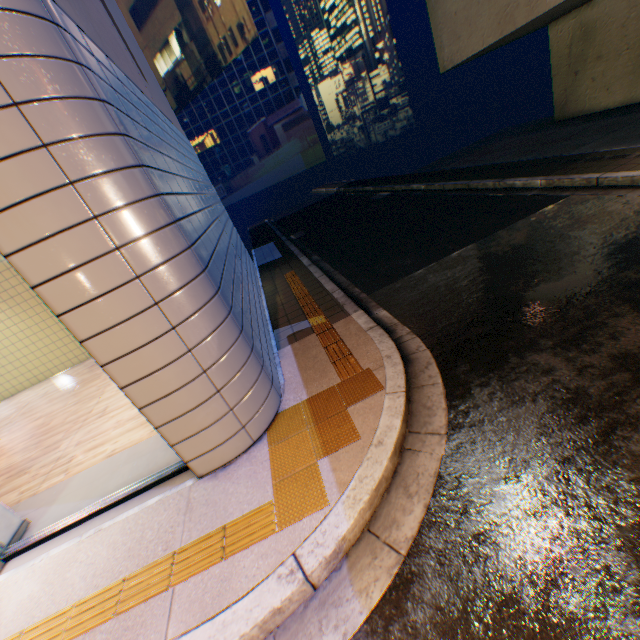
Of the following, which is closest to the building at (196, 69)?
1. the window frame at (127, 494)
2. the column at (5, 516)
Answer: the window frame at (127, 494)

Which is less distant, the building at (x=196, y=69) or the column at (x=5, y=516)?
the column at (x=5, y=516)

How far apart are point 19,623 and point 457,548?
4.0m

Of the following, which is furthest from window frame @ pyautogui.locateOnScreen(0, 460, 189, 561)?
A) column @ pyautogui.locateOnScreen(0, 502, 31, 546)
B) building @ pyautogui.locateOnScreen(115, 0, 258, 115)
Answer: building @ pyautogui.locateOnScreen(115, 0, 258, 115)

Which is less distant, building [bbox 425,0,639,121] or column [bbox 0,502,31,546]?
column [bbox 0,502,31,546]

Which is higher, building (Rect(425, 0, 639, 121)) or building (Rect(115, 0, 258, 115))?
building (Rect(115, 0, 258, 115))

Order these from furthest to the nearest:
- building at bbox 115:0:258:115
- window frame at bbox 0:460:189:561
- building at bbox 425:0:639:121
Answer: building at bbox 115:0:258:115
building at bbox 425:0:639:121
window frame at bbox 0:460:189:561
